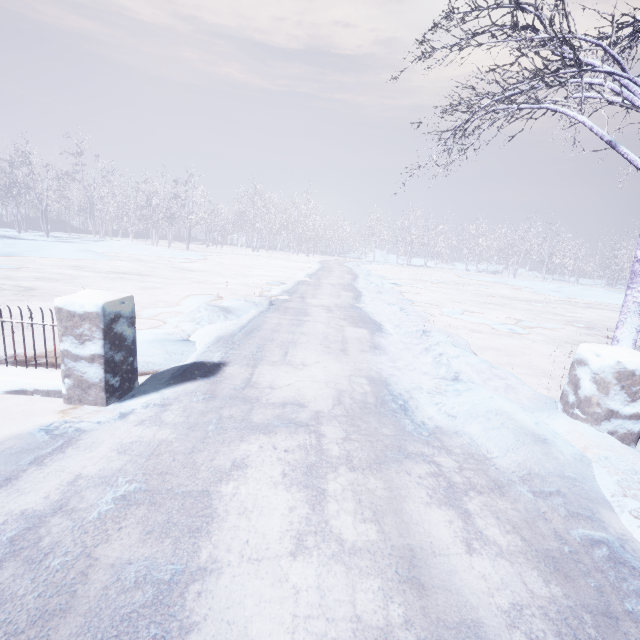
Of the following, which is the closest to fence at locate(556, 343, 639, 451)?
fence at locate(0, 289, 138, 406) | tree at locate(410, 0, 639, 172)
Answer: tree at locate(410, 0, 639, 172)

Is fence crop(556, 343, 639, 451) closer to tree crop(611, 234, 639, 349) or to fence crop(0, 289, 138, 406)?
tree crop(611, 234, 639, 349)

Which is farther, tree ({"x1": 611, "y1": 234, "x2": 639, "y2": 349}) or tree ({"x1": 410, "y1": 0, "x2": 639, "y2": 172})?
tree ({"x1": 611, "y1": 234, "x2": 639, "y2": 349})

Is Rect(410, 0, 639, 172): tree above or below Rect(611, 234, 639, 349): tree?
above

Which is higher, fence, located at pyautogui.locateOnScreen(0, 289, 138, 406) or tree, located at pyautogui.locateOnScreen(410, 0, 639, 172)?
tree, located at pyautogui.locateOnScreen(410, 0, 639, 172)

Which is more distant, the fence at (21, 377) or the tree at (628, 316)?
the tree at (628, 316)

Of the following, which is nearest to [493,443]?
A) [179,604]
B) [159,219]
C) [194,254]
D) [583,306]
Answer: [179,604]

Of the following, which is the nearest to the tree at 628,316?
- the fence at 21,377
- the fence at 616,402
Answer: the fence at 616,402
